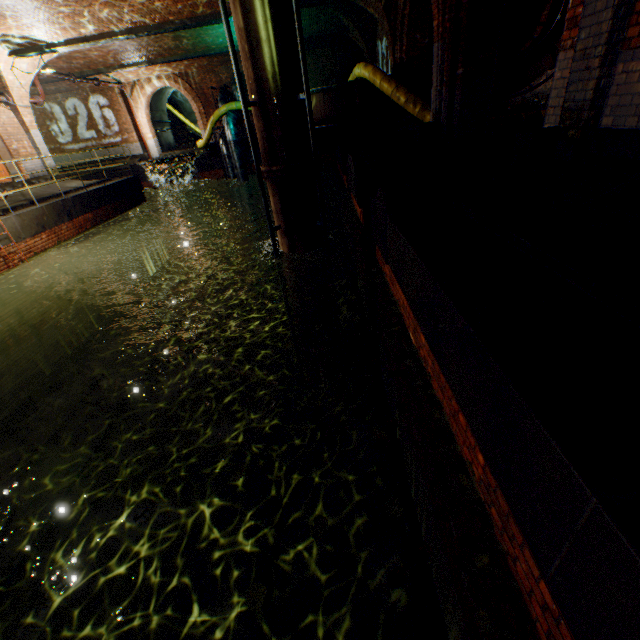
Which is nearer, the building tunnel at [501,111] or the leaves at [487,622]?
the leaves at [487,622]

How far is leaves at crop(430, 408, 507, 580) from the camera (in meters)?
1.94

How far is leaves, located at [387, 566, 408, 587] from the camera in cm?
192

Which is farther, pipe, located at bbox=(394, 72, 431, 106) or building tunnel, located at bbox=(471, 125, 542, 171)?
pipe, located at bbox=(394, 72, 431, 106)

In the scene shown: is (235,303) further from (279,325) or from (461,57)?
(461,57)

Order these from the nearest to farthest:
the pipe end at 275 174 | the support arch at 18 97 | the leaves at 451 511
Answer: the leaves at 451 511, the pipe end at 275 174, the support arch at 18 97

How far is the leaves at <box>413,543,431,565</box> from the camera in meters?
2.0 m

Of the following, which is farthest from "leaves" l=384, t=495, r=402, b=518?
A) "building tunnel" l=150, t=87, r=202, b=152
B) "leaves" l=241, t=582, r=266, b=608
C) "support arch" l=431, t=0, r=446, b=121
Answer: "building tunnel" l=150, t=87, r=202, b=152
